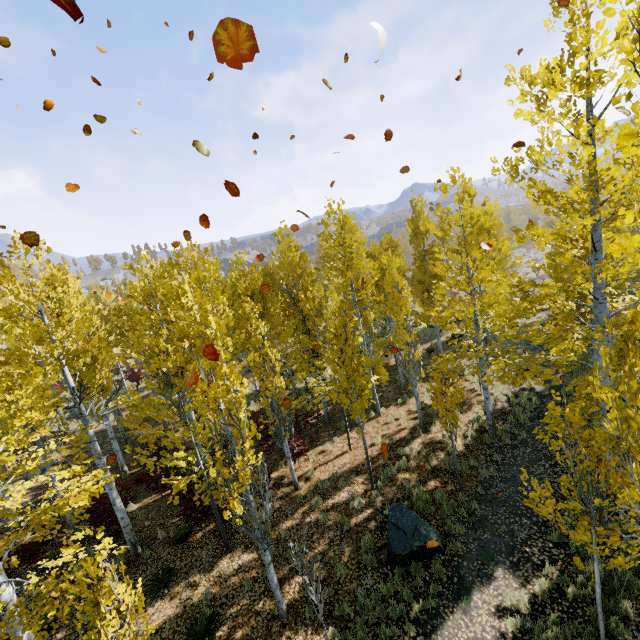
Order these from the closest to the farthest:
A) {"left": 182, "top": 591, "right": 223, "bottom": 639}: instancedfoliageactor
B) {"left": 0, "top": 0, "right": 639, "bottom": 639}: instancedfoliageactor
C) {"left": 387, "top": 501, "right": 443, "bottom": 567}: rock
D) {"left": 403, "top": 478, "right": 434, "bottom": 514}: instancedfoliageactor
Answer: {"left": 0, "top": 0, "right": 639, "bottom": 639}: instancedfoliageactor
{"left": 182, "top": 591, "right": 223, "bottom": 639}: instancedfoliageactor
{"left": 387, "top": 501, "right": 443, "bottom": 567}: rock
{"left": 403, "top": 478, "right": 434, "bottom": 514}: instancedfoliageactor

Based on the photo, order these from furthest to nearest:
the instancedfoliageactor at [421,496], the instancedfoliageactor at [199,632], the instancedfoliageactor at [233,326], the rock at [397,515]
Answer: the instancedfoliageactor at [421,496] < the rock at [397,515] < the instancedfoliageactor at [199,632] < the instancedfoliageactor at [233,326]

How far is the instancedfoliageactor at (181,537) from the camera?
10.2m

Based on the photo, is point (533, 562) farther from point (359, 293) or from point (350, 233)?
point (350, 233)

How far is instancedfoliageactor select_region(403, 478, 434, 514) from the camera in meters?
9.9

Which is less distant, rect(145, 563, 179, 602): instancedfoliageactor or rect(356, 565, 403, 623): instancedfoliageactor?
rect(356, 565, 403, 623): instancedfoliageactor
